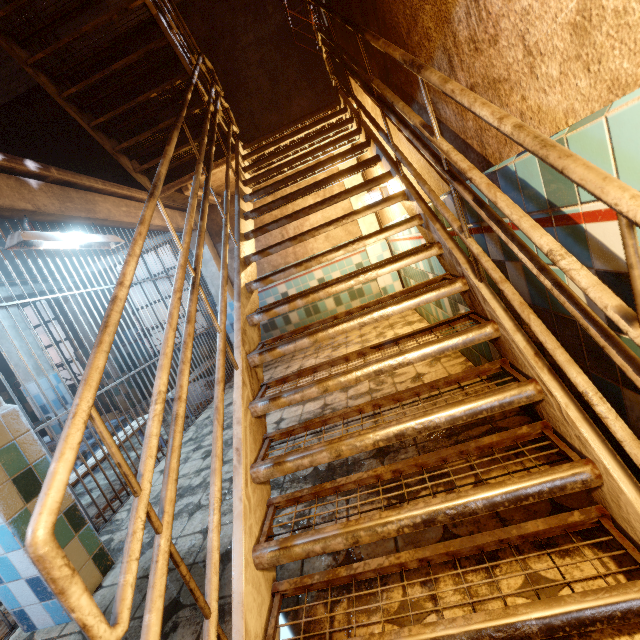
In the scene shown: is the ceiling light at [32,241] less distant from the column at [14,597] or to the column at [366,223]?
the column at [14,597]

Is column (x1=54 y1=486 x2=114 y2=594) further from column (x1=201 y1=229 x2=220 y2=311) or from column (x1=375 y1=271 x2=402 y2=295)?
column (x1=375 y1=271 x2=402 y2=295)

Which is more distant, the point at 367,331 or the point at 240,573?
the point at 367,331

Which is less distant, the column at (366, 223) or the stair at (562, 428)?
the stair at (562, 428)

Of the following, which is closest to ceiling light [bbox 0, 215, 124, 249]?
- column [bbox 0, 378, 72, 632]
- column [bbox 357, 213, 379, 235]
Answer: column [bbox 0, 378, 72, 632]

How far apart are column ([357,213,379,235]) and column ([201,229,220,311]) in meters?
2.5

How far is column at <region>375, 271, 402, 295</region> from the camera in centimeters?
550cm
